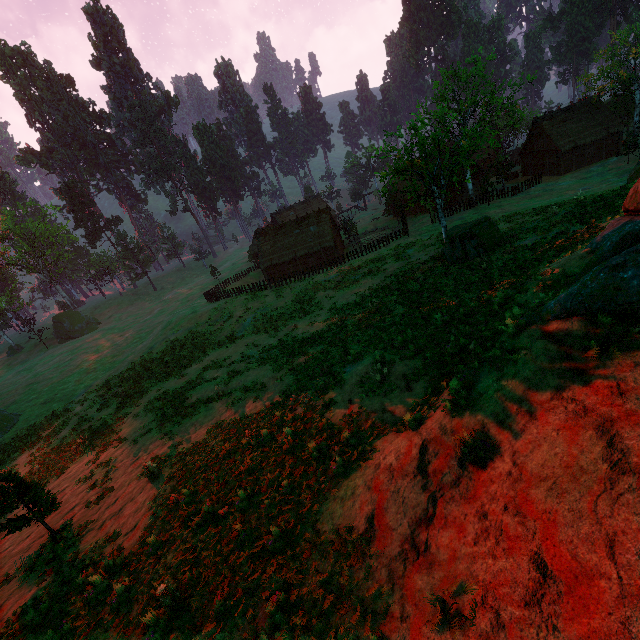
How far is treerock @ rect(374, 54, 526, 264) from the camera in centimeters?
2077cm

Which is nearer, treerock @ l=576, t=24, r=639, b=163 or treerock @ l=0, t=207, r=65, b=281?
treerock @ l=576, t=24, r=639, b=163

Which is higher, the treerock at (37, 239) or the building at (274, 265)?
the treerock at (37, 239)

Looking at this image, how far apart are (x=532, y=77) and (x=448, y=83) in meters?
8.8 m

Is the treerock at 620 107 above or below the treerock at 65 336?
above

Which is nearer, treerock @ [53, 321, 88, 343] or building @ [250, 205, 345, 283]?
building @ [250, 205, 345, 283]

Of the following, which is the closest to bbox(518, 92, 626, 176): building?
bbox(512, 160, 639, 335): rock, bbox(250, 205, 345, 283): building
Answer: bbox(250, 205, 345, 283): building

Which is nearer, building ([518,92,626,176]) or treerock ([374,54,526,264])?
treerock ([374,54,526,264])
